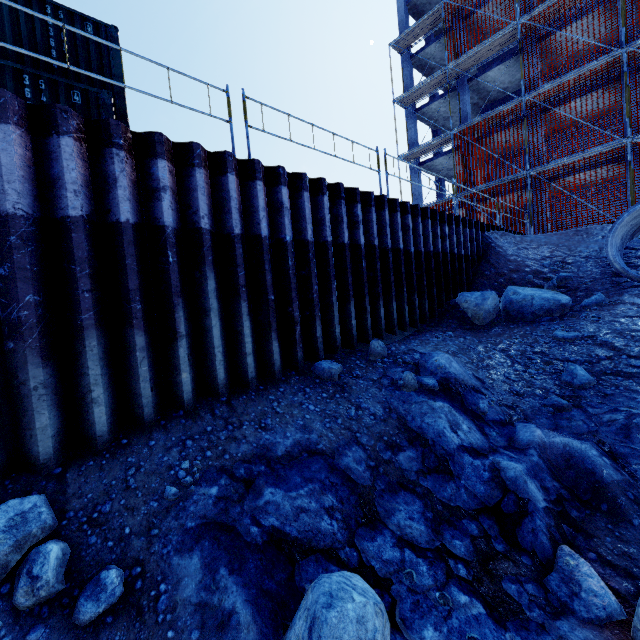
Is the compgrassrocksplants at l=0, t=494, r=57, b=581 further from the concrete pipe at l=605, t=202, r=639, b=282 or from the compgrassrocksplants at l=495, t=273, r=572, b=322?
the concrete pipe at l=605, t=202, r=639, b=282

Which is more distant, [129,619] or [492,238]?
[492,238]

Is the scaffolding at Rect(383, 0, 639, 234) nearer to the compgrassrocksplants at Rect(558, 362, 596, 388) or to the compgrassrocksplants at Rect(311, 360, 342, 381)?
the compgrassrocksplants at Rect(311, 360, 342, 381)

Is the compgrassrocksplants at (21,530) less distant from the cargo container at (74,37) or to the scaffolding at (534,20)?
the scaffolding at (534,20)

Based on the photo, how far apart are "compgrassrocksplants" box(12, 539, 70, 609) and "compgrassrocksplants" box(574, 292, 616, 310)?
10.2m

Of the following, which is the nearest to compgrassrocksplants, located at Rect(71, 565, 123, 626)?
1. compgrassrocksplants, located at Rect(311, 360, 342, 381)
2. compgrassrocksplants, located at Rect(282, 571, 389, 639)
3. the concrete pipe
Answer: compgrassrocksplants, located at Rect(282, 571, 389, 639)

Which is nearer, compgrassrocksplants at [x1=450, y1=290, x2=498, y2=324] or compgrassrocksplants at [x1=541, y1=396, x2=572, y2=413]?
compgrassrocksplants at [x1=541, y1=396, x2=572, y2=413]

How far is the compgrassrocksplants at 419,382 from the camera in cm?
518
